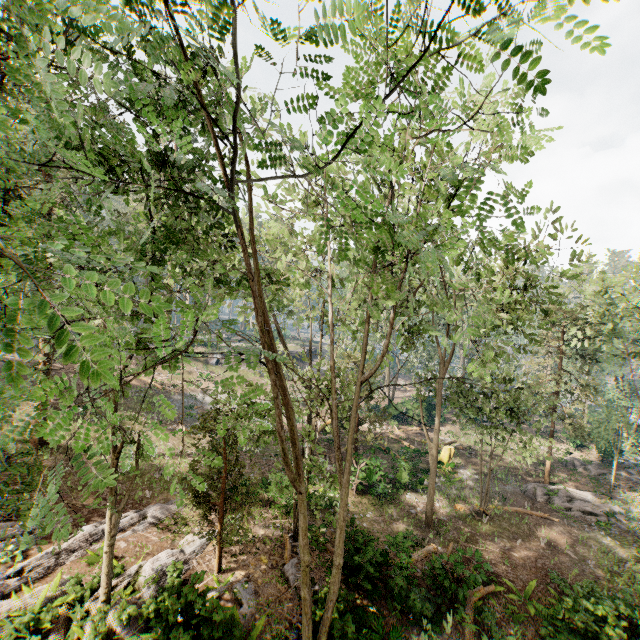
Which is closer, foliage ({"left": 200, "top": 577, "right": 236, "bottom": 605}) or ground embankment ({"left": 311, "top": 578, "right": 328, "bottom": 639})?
foliage ({"left": 200, "top": 577, "right": 236, "bottom": 605})

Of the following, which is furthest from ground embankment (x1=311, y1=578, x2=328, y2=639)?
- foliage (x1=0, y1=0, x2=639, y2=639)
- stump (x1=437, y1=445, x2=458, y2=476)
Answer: stump (x1=437, y1=445, x2=458, y2=476)

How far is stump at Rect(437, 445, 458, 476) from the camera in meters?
25.0 m

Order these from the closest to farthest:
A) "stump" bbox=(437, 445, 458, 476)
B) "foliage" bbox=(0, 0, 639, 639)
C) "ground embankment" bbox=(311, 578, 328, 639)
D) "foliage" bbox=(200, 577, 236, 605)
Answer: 1. "foliage" bbox=(0, 0, 639, 639)
2. "foliage" bbox=(200, 577, 236, 605)
3. "ground embankment" bbox=(311, 578, 328, 639)
4. "stump" bbox=(437, 445, 458, 476)

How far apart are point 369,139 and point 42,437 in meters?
24.2 m

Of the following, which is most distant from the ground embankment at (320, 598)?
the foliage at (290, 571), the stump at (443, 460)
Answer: the stump at (443, 460)

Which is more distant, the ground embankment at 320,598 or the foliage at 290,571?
the ground embankment at 320,598
